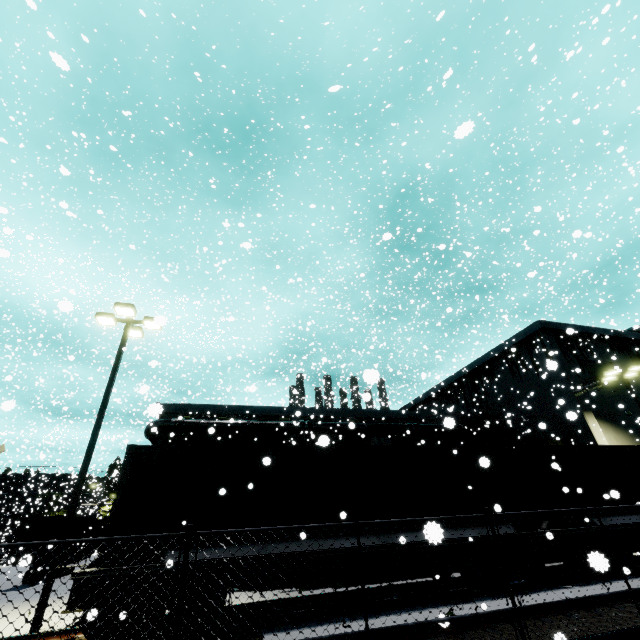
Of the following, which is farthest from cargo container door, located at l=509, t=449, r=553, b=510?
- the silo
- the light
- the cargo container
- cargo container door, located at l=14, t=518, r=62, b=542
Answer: the silo

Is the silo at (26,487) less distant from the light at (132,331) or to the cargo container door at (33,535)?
the cargo container door at (33,535)

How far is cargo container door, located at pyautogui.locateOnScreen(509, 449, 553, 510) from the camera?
11.21m

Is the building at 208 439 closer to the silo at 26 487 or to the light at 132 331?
the silo at 26 487

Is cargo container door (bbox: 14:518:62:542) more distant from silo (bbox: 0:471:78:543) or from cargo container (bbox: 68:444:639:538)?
silo (bbox: 0:471:78:543)

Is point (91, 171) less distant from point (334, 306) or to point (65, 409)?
point (65, 409)

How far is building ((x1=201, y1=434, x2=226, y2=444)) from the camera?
25.25m

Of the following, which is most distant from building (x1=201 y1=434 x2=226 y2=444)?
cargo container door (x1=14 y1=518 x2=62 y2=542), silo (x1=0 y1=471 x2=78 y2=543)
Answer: cargo container door (x1=14 y1=518 x2=62 y2=542)
